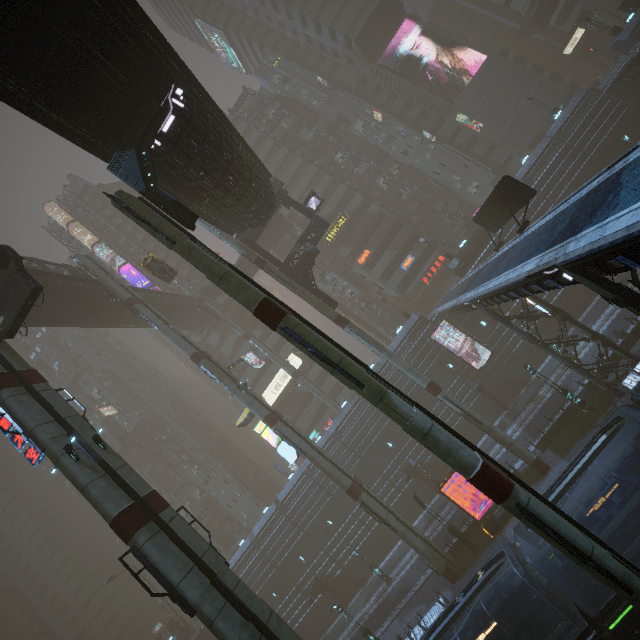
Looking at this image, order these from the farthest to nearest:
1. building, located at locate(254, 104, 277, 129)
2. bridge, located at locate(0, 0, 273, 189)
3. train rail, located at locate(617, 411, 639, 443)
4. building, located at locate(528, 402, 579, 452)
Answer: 1. building, located at locate(254, 104, 277, 129)
2. building, located at locate(528, 402, 579, 452)
3. train rail, located at locate(617, 411, 639, 443)
4. bridge, located at locate(0, 0, 273, 189)

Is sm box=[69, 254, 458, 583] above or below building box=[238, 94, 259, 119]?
below

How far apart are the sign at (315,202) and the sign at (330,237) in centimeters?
1998cm

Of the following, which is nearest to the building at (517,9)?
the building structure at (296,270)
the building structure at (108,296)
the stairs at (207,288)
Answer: the stairs at (207,288)

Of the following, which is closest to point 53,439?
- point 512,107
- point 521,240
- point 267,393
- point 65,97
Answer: point 65,97

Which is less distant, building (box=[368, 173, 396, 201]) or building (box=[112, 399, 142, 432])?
building (box=[368, 173, 396, 201])

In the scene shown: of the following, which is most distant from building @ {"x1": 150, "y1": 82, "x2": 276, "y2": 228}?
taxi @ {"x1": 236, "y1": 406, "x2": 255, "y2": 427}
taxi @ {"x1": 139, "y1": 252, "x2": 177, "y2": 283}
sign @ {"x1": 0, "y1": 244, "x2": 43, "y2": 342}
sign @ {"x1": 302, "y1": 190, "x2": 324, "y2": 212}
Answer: taxi @ {"x1": 236, "y1": 406, "x2": 255, "y2": 427}

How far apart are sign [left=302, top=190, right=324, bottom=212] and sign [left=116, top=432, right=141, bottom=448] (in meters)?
52.08
